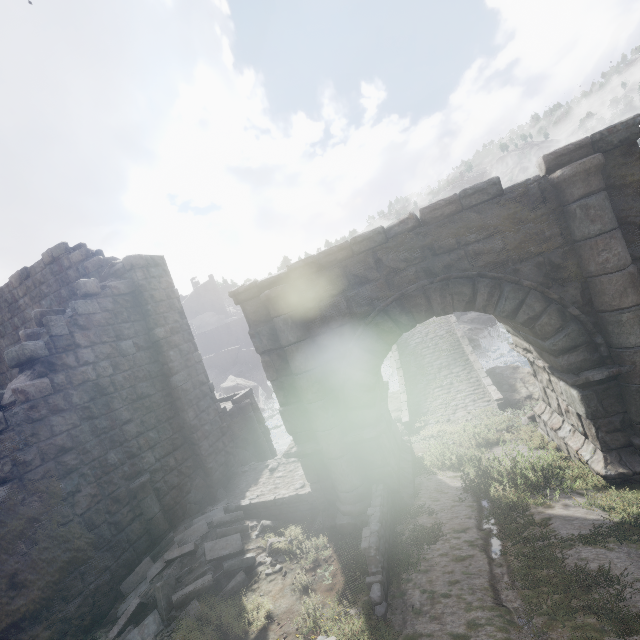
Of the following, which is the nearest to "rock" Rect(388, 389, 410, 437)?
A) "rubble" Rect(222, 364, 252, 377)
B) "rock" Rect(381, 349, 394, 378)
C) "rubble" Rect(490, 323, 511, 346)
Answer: "rock" Rect(381, 349, 394, 378)

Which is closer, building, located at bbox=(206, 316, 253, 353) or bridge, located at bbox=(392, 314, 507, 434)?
bridge, located at bbox=(392, 314, 507, 434)

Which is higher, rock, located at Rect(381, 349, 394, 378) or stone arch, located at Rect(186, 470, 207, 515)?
stone arch, located at Rect(186, 470, 207, 515)

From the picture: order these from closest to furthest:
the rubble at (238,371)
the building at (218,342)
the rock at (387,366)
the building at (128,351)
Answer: the building at (128,351)
the rock at (387,366)
the rubble at (238,371)
the building at (218,342)

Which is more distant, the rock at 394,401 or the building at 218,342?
the building at 218,342

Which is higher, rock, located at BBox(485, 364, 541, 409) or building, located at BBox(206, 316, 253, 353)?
building, located at BBox(206, 316, 253, 353)

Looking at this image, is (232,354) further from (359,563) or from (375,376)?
(359,563)

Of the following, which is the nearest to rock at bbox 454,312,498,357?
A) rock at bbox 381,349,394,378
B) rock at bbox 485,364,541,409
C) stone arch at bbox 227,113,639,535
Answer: rock at bbox 381,349,394,378
